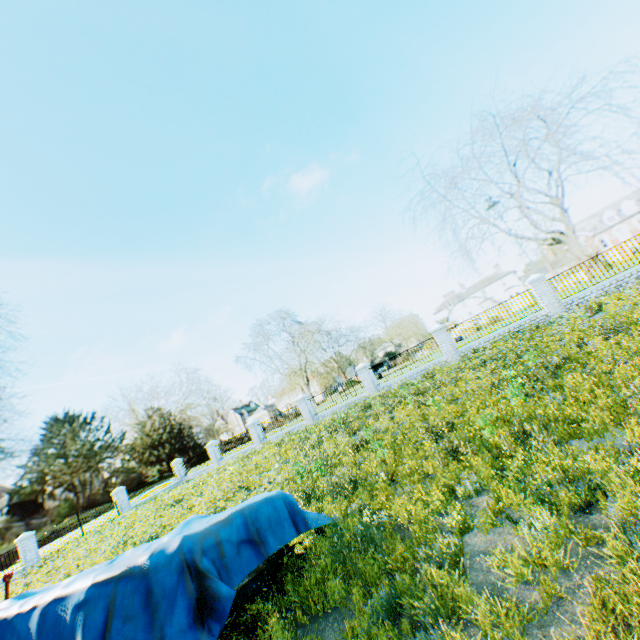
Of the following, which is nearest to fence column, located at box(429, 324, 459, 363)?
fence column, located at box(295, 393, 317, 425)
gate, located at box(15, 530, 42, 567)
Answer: fence column, located at box(295, 393, 317, 425)

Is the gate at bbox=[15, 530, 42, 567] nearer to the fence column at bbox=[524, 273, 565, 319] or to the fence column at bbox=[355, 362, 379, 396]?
the fence column at bbox=[355, 362, 379, 396]

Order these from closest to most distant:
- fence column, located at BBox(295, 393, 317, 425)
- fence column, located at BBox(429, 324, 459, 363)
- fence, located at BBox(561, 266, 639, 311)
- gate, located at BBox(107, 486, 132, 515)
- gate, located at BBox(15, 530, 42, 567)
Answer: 1. fence, located at BBox(561, 266, 639, 311)
2. fence column, located at BBox(429, 324, 459, 363)
3. gate, located at BBox(15, 530, 42, 567)
4. fence column, located at BBox(295, 393, 317, 425)
5. gate, located at BBox(107, 486, 132, 515)

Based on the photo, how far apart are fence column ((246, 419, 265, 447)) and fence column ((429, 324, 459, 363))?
15.9 meters

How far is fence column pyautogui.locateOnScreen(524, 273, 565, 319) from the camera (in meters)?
16.39

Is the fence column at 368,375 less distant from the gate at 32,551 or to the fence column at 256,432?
the fence column at 256,432

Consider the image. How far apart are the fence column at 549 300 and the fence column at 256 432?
21.5m

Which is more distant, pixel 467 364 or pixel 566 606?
pixel 467 364
